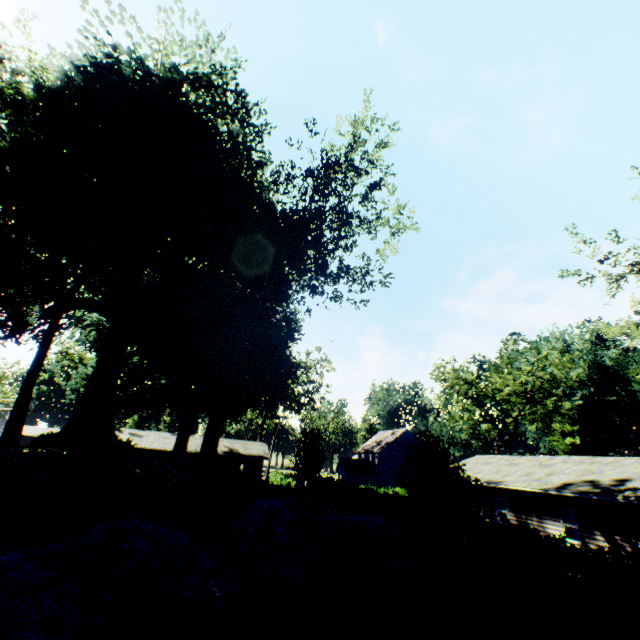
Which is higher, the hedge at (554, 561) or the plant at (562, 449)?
the plant at (562, 449)

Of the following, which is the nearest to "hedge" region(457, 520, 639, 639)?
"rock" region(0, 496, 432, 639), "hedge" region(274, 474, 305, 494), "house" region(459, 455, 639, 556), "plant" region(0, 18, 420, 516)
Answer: "hedge" region(274, 474, 305, 494)

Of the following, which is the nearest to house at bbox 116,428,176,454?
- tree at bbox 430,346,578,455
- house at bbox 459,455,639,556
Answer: house at bbox 459,455,639,556

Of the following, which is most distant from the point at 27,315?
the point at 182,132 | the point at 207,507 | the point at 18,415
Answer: the point at 207,507

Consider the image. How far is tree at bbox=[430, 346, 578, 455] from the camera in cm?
4006

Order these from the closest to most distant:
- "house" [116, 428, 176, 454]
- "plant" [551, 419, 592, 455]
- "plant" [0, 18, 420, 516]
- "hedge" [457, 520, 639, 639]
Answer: "hedge" [457, 520, 639, 639]
"plant" [0, 18, 420, 516]
"house" [116, 428, 176, 454]
"plant" [551, 419, 592, 455]

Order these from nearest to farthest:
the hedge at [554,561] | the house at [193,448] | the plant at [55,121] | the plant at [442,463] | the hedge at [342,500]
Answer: the hedge at [554,561] < the plant at [442,463] < the plant at [55,121] < the hedge at [342,500] < the house at [193,448]

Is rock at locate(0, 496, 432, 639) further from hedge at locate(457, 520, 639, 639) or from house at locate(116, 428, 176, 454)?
house at locate(116, 428, 176, 454)
